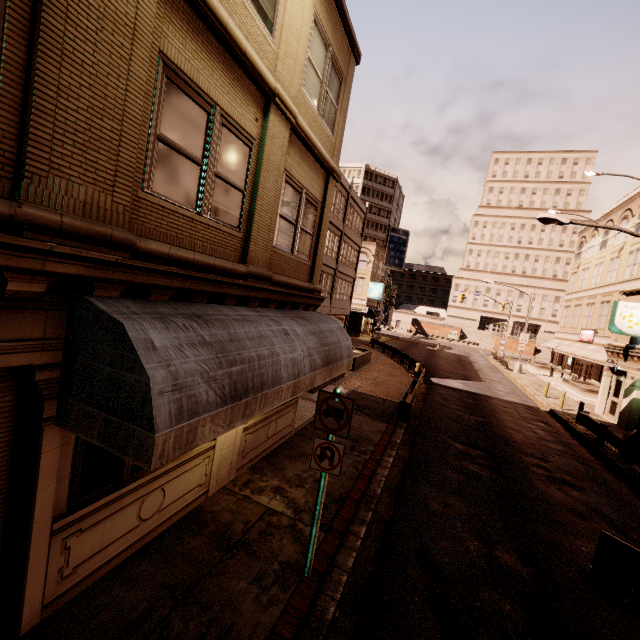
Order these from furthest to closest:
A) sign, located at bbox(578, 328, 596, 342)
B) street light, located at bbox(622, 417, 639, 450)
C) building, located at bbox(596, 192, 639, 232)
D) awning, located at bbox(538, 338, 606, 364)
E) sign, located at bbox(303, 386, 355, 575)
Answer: sign, located at bbox(578, 328, 596, 342) → building, located at bbox(596, 192, 639, 232) → awning, located at bbox(538, 338, 606, 364) → street light, located at bbox(622, 417, 639, 450) → sign, located at bbox(303, 386, 355, 575)

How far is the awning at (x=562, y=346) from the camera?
27.21m

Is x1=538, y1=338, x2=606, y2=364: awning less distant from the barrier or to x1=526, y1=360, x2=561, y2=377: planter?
x1=526, y1=360, x2=561, y2=377: planter

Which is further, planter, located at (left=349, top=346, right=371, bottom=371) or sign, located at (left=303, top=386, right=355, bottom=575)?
planter, located at (left=349, top=346, right=371, bottom=371)

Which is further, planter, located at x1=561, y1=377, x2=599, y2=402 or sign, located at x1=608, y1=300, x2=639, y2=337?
planter, located at x1=561, y1=377, x2=599, y2=402

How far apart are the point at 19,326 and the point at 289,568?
5.1 meters

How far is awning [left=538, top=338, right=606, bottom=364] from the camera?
27.2 meters

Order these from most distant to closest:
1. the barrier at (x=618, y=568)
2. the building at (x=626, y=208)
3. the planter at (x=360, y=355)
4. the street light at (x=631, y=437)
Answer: the building at (x=626, y=208)
the planter at (x=360, y=355)
the street light at (x=631, y=437)
the barrier at (x=618, y=568)
